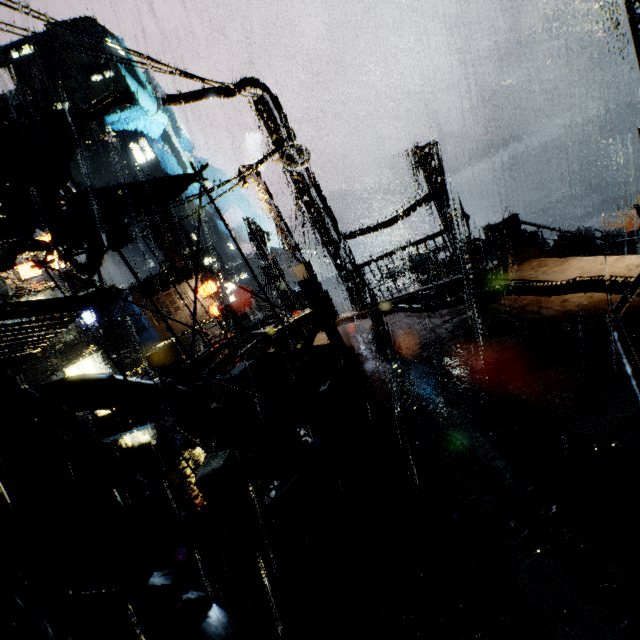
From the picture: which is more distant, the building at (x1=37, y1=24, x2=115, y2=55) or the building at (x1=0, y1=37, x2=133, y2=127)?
the building at (x1=37, y1=24, x2=115, y2=55)

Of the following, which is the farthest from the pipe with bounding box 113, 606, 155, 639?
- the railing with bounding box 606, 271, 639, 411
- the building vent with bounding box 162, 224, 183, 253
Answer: the building vent with bounding box 162, 224, 183, 253

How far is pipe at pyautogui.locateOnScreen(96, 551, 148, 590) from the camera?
4.9 meters

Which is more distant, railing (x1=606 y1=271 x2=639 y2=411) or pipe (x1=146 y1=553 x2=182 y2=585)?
pipe (x1=146 y1=553 x2=182 y2=585)

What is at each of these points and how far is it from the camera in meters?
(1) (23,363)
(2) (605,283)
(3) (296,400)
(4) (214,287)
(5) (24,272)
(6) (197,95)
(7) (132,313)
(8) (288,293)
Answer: (1) building, 9.7 m
(2) pipe, 7.2 m
(3) building, 10.0 m
(4) sign, 38.8 m
(5) sign, 25.3 m
(6) building, 10.3 m
(7) building, 38.0 m
(8) street light, 19.6 m

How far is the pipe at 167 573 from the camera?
4.8 meters

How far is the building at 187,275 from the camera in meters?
38.5

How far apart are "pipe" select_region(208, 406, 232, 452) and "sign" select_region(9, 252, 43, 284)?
24.81m
